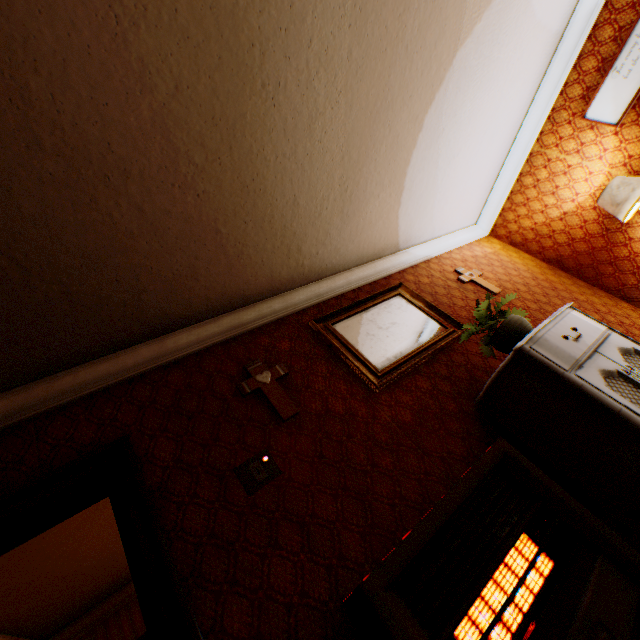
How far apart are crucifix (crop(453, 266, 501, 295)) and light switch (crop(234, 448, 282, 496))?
3.3 meters

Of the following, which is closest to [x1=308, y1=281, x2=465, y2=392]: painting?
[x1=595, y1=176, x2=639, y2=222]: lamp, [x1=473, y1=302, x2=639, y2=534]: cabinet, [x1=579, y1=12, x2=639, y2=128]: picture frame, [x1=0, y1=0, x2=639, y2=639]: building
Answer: [x1=0, y1=0, x2=639, y2=639]: building

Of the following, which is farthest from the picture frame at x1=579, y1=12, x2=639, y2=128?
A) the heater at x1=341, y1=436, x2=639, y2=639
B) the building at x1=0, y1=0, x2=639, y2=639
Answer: the heater at x1=341, y1=436, x2=639, y2=639

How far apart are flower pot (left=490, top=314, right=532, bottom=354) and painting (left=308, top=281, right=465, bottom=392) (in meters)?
0.49

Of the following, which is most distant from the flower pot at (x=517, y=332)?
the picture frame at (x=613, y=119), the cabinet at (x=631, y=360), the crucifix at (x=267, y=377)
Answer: the picture frame at (x=613, y=119)

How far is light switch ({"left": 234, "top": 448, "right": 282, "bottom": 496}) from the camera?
2.08m

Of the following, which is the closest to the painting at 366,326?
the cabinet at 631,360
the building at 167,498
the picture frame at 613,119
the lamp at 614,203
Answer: the building at 167,498

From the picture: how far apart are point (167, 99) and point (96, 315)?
1.54m
